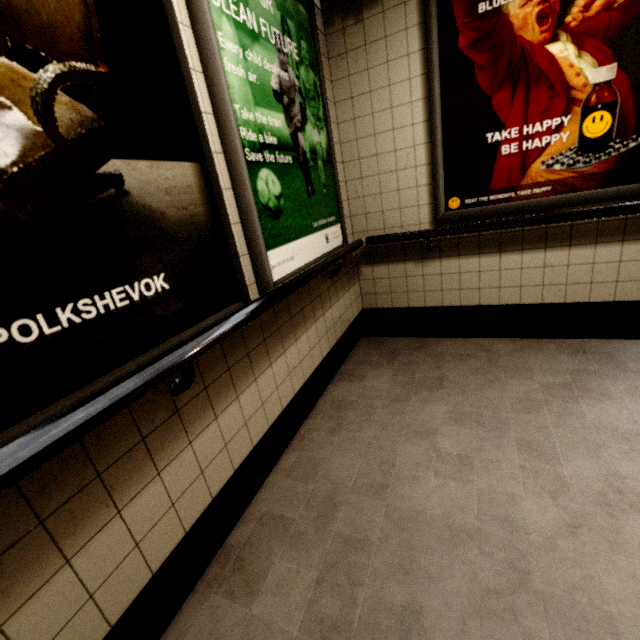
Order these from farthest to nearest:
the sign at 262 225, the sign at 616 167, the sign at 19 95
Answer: the sign at 616 167 < the sign at 262 225 < the sign at 19 95

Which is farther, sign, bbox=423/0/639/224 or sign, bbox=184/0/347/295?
sign, bbox=423/0/639/224

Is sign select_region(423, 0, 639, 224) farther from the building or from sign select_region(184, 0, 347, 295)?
sign select_region(184, 0, 347, 295)

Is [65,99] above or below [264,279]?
above

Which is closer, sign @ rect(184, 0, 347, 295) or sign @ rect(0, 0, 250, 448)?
sign @ rect(0, 0, 250, 448)

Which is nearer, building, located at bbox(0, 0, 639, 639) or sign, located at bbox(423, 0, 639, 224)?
building, located at bbox(0, 0, 639, 639)

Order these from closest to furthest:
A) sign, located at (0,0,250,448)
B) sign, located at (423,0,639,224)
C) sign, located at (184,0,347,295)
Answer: sign, located at (0,0,250,448) → sign, located at (184,0,347,295) → sign, located at (423,0,639,224)

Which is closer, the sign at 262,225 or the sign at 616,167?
the sign at 262,225
